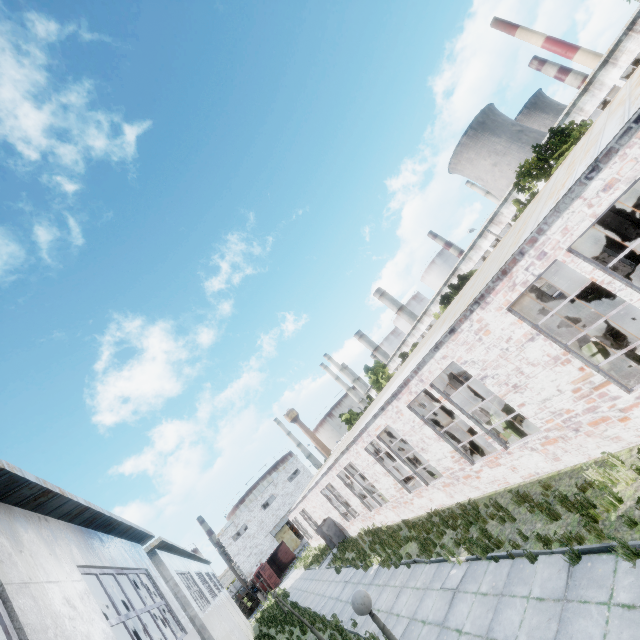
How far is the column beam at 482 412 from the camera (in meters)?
14.48

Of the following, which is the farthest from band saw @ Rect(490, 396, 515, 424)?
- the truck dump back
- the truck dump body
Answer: the truck dump body

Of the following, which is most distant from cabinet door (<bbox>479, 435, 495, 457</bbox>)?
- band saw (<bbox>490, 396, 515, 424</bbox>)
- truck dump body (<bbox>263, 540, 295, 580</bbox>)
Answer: truck dump body (<bbox>263, 540, 295, 580</bbox>)

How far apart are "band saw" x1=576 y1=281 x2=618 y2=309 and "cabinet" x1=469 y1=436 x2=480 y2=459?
8.0m

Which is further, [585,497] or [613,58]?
[613,58]

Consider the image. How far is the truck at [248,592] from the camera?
42.9 meters

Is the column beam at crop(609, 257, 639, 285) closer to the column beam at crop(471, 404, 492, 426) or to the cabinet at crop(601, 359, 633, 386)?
the cabinet at crop(601, 359, 633, 386)

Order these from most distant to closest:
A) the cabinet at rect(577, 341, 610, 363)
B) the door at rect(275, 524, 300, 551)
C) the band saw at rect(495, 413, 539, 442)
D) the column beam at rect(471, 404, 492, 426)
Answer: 1. the door at rect(275, 524, 300, 551)
2. the column beam at rect(471, 404, 492, 426)
3. the band saw at rect(495, 413, 539, 442)
4. the cabinet at rect(577, 341, 610, 363)
